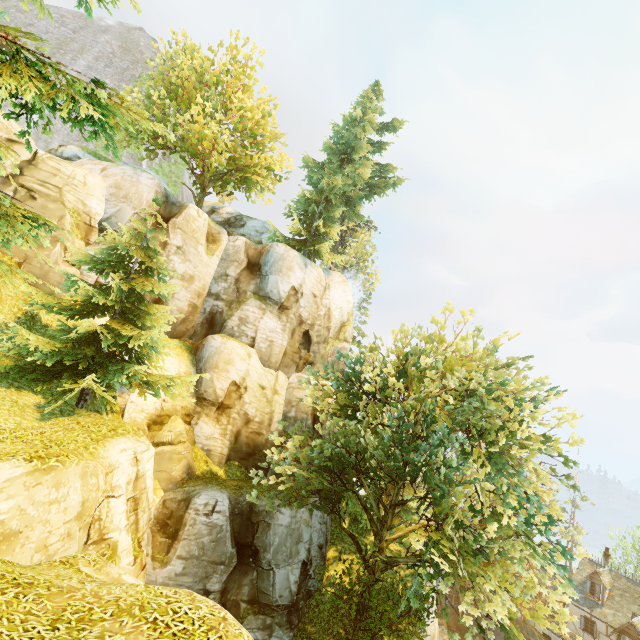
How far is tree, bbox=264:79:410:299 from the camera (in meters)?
27.81

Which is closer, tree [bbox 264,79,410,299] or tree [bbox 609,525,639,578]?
tree [bbox 264,79,410,299]

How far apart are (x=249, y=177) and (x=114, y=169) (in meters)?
9.85

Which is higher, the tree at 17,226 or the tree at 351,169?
the tree at 351,169

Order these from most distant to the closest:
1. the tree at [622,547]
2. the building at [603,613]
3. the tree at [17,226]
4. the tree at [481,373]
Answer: the tree at [622,547] → the building at [603,613] → the tree at [481,373] → the tree at [17,226]

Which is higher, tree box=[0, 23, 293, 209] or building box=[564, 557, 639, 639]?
tree box=[0, 23, 293, 209]

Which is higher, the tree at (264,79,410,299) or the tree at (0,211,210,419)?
the tree at (264,79,410,299)
